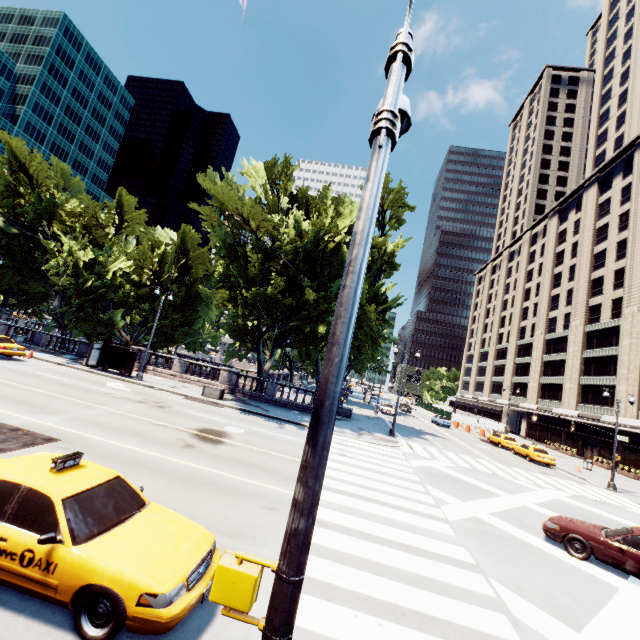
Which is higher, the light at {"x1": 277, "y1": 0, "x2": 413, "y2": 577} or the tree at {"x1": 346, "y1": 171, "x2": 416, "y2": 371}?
the tree at {"x1": 346, "y1": 171, "x2": 416, "y2": 371}

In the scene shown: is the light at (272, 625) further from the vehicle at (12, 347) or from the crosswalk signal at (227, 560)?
the vehicle at (12, 347)

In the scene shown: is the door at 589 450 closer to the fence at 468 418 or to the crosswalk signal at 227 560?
the fence at 468 418

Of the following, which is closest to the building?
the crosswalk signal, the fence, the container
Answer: the fence

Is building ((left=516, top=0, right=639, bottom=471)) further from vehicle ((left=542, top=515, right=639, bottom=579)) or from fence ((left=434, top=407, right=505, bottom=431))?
vehicle ((left=542, top=515, right=639, bottom=579))

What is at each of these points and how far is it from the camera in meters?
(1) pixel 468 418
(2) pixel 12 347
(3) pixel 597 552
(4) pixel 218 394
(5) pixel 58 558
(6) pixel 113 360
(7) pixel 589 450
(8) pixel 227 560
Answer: (1) fence, 49.6 m
(2) vehicle, 22.5 m
(3) vehicle, 9.9 m
(4) container, 24.5 m
(5) vehicle, 4.3 m
(6) bus stop, 26.6 m
(7) door, 41.8 m
(8) crosswalk signal, 2.2 m

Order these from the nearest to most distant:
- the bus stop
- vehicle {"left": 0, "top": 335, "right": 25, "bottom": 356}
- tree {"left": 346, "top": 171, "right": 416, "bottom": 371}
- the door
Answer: vehicle {"left": 0, "top": 335, "right": 25, "bottom": 356} < the bus stop < tree {"left": 346, "top": 171, "right": 416, "bottom": 371} < the door

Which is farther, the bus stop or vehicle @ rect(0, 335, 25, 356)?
the bus stop
